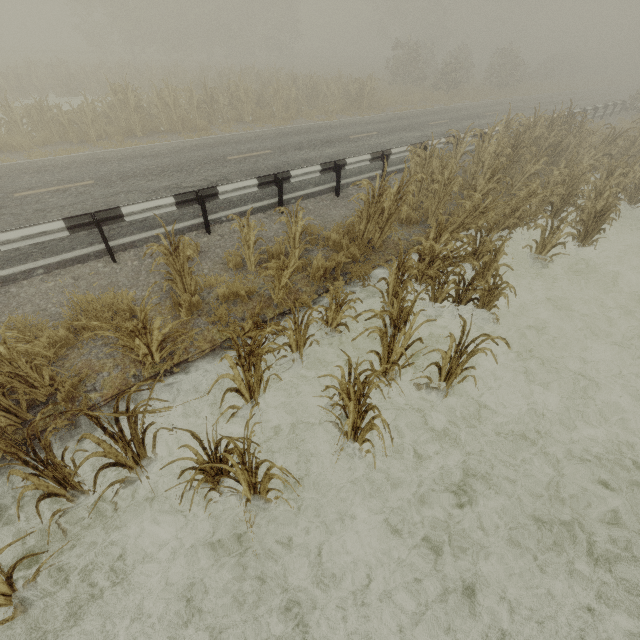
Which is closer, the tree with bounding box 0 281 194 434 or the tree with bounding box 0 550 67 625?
the tree with bounding box 0 550 67 625

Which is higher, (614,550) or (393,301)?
(393,301)

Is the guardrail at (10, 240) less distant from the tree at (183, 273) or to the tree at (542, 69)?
the tree at (183, 273)

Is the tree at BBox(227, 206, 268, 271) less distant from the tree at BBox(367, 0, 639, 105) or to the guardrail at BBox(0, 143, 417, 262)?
the guardrail at BBox(0, 143, 417, 262)

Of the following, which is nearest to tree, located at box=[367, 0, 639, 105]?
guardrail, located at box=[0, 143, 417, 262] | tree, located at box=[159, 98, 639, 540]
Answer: guardrail, located at box=[0, 143, 417, 262]

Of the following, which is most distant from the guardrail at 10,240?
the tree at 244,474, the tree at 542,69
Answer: the tree at 542,69

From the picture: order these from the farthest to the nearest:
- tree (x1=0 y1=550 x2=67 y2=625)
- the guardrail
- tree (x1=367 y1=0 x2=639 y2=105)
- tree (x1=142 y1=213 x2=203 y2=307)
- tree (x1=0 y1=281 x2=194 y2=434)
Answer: tree (x1=367 y1=0 x2=639 y2=105) → the guardrail → tree (x1=142 y1=213 x2=203 y2=307) → tree (x1=0 y1=281 x2=194 y2=434) → tree (x1=0 y1=550 x2=67 y2=625)
